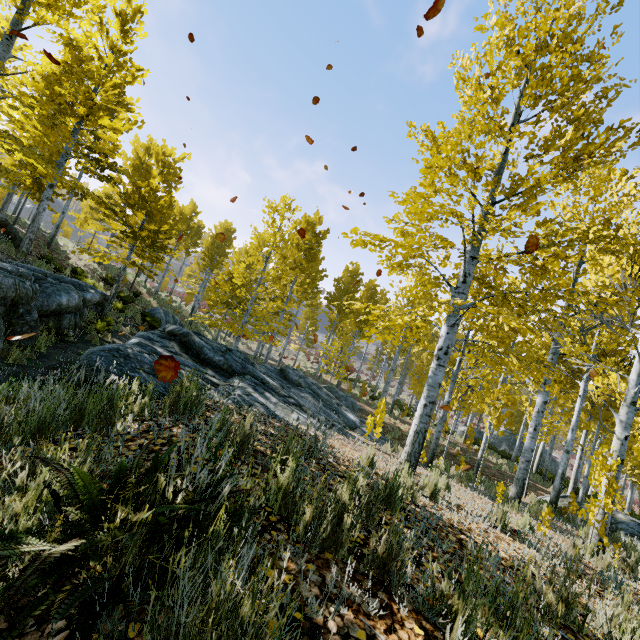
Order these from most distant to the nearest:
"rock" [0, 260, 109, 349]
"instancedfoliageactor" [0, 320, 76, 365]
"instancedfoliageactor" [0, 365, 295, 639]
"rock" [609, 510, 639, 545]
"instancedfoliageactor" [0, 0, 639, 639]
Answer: "rock" [609, 510, 639, 545] → "rock" [0, 260, 109, 349] → "instancedfoliageactor" [0, 320, 76, 365] → "instancedfoliageactor" [0, 0, 639, 639] → "instancedfoliageactor" [0, 365, 295, 639]

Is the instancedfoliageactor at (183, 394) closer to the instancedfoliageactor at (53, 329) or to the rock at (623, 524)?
the instancedfoliageactor at (53, 329)

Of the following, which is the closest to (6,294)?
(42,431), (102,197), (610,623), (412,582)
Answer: (42,431)

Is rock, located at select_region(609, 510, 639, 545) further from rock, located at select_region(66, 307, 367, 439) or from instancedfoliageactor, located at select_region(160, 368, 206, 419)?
instancedfoliageactor, located at select_region(160, 368, 206, 419)

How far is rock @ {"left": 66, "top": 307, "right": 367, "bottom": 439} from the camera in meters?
4.4 m

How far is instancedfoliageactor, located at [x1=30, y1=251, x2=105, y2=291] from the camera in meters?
12.7 m

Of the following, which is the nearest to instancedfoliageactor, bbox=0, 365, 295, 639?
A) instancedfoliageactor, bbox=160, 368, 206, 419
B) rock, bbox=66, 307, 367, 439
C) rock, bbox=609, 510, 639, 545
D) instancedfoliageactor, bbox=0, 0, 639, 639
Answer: instancedfoliageactor, bbox=160, 368, 206, 419

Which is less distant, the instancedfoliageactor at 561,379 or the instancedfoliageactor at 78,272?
the instancedfoliageactor at 561,379
